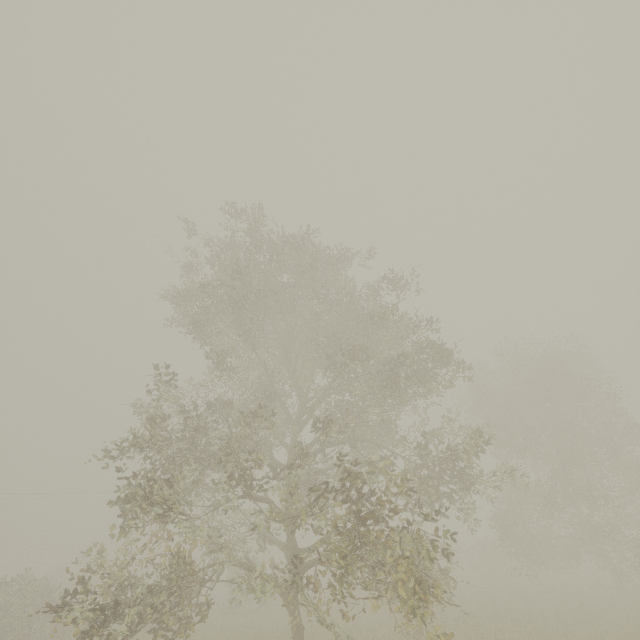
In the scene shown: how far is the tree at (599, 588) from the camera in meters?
18.3

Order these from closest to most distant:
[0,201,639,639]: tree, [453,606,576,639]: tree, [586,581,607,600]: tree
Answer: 1. [0,201,639,639]: tree
2. [453,606,576,639]: tree
3. [586,581,607,600]: tree

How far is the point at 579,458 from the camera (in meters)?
20.39

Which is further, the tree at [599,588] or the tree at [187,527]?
the tree at [599,588]

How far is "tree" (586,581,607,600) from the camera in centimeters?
1834cm

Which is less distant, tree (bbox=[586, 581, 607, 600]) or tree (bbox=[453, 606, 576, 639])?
tree (bbox=[453, 606, 576, 639])
